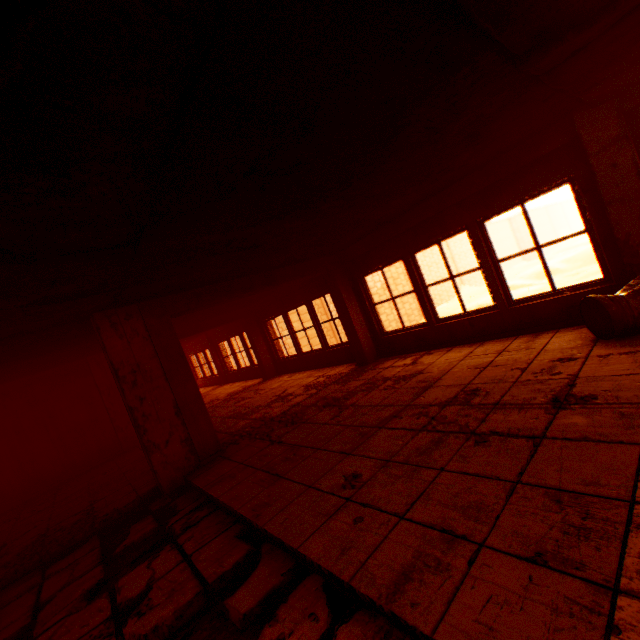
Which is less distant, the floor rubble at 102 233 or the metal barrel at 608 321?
the floor rubble at 102 233

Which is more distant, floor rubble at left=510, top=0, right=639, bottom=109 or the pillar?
the pillar

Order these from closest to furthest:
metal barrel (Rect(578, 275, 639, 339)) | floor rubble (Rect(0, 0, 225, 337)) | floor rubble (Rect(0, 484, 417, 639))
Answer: floor rubble (Rect(0, 0, 225, 337)), floor rubble (Rect(0, 484, 417, 639)), metal barrel (Rect(578, 275, 639, 339))

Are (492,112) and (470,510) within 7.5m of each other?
yes

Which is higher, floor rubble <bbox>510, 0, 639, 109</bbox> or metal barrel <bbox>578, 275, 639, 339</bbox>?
floor rubble <bbox>510, 0, 639, 109</bbox>

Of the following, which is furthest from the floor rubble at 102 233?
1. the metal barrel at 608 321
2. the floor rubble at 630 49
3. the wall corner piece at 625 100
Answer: the metal barrel at 608 321

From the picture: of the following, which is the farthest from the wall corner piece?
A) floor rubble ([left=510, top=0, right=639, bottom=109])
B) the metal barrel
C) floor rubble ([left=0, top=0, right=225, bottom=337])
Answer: floor rubble ([left=0, top=0, right=225, bottom=337])

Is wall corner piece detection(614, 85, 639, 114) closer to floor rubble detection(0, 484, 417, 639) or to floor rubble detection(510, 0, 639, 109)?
floor rubble detection(510, 0, 639, 109)
